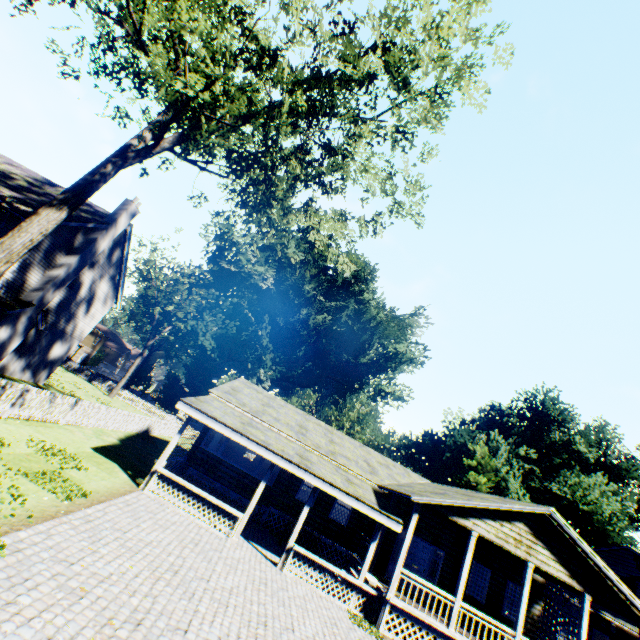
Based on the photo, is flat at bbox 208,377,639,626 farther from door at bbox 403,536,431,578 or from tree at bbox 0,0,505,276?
tree at bbox 0,0,505,276

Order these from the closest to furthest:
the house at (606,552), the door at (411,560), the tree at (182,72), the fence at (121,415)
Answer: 1. the tree at (182,72)
2. the fence at (121,415)
3. the door at (411,560)
4. the house at (606,552)

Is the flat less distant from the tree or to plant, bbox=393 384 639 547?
plant, bbox=393 384 639 547

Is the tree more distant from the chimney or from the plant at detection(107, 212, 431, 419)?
the chimney

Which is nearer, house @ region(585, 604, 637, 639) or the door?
the door

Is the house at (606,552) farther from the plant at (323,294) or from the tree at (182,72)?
the tree at (182,72)

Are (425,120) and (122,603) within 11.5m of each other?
no

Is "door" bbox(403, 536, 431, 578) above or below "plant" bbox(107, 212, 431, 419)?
below
